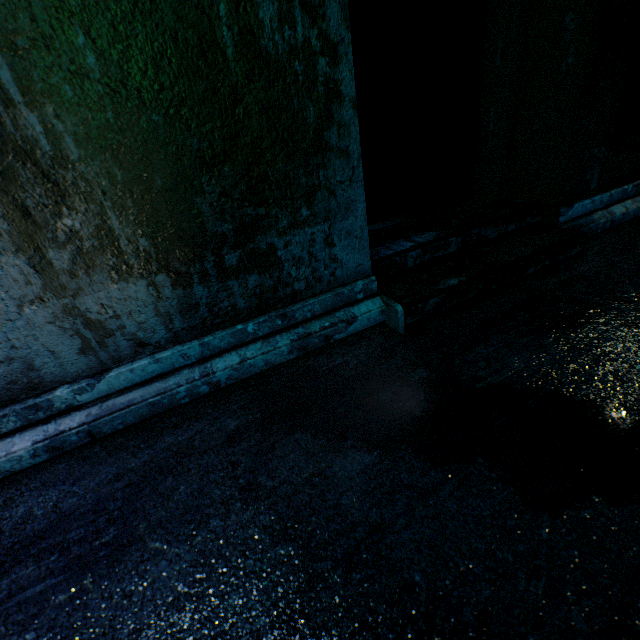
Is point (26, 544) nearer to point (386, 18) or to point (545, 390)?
point (545, 390)
